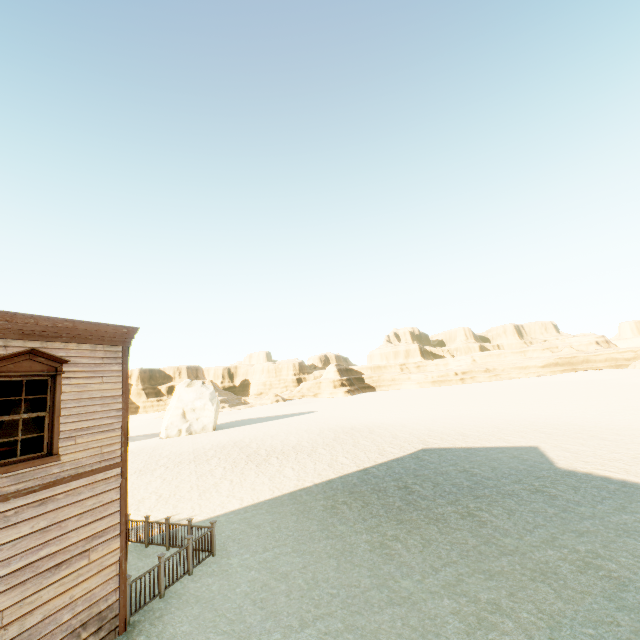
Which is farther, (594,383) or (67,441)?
(594,383)

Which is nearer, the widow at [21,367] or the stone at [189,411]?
the widow at [21,367]

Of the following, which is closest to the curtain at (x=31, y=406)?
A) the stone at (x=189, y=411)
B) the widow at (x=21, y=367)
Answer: the widow at (x=21, y=367)

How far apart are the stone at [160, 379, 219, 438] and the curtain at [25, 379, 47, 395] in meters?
37.5

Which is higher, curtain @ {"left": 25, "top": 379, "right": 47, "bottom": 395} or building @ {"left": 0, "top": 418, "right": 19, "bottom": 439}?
A: curtain @ {"left": 25, "top": 379, "right": 47, "bottom": 395}

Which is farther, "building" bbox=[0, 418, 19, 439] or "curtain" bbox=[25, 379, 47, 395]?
"building" bbox=[0, 418, 19, 439]

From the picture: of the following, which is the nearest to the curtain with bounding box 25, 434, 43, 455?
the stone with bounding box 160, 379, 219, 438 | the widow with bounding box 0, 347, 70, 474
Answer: the widow with bounding box 0, 347, 70, 474

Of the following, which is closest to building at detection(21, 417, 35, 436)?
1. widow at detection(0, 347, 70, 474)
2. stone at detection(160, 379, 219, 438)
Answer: widow at detection(0, 347, 70, 474)
